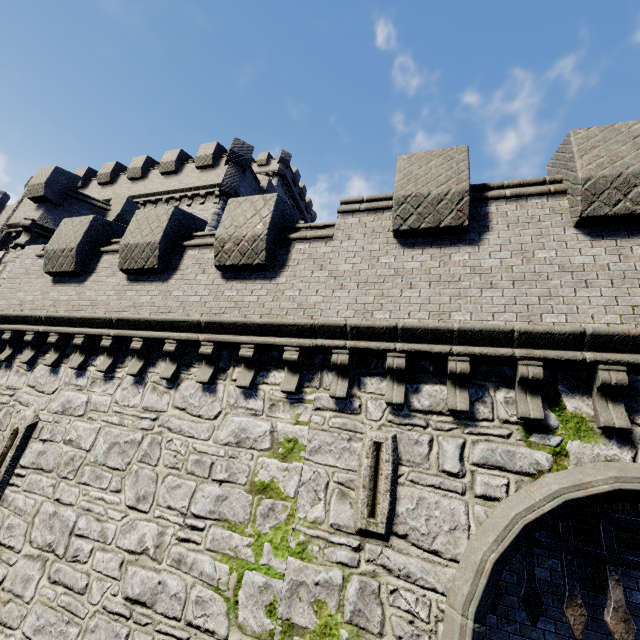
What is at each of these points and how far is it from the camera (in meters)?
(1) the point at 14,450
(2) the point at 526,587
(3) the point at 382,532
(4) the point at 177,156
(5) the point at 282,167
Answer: (1) window slit, 7.60
(2) gate, 4.56
(3) window slit, 4.73
(4) building tower, 21.52
(5) building, 38.12

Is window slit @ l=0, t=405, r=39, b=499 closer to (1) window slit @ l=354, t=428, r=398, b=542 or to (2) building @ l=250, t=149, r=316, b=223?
(1) window slit @ l=354, t=428, r=398, b=542

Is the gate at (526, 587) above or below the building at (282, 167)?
below

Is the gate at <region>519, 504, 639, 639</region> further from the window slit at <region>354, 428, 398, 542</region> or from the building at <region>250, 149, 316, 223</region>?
the building at <region>250, 149, 316, 223</region>

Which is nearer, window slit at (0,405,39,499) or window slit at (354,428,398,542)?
window slit at (354,428,398,542)

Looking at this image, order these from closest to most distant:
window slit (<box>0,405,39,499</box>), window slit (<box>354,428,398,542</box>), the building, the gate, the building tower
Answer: the gate, window slit (<box>354,428,398,542</box>), window slit (<box>0,405,39,499</box>), the building tower, the building

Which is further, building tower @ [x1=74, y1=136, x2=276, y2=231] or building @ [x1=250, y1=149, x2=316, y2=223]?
building @ [x1=250, y1=149, x2=316, y2=223]

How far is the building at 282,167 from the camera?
38.2m
